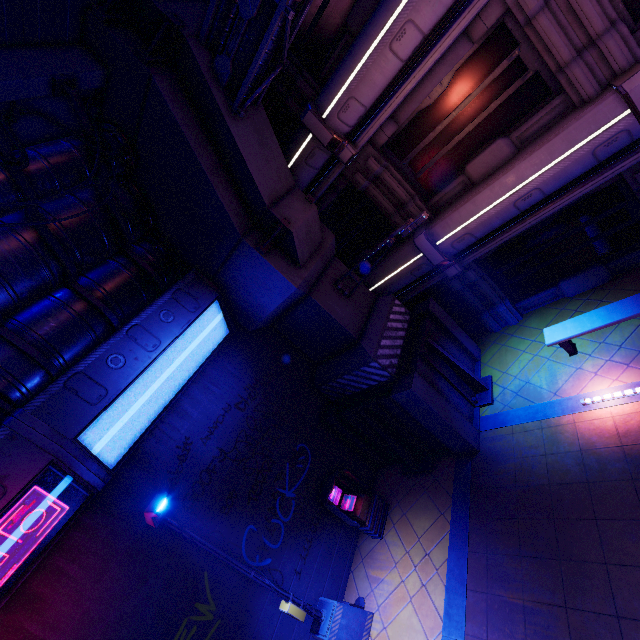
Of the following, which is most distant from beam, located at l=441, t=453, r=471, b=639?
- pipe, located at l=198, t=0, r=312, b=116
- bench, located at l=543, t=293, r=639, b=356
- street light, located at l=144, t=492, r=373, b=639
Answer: pipe, located at l=198, t=0, r=312, b=116

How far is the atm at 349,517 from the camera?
8.94m

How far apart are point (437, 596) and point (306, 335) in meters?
6.8

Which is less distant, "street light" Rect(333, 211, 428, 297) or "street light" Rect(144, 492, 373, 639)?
"street light" Rect(144, 492, 373, 639)

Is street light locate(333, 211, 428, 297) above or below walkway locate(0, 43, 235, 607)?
below

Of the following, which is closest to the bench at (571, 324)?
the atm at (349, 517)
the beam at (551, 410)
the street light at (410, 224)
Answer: the beam at (551, 410)

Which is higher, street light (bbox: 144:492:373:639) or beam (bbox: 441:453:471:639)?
street light (bbox: 144:492:373:639)

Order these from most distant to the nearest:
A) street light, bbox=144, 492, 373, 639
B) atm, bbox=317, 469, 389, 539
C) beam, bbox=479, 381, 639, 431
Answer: atm, bbox=317, 469, 389, 539 < beam, bbox=479, 381, 639, 431 < street light, bbox=144, 492, 373, 639
